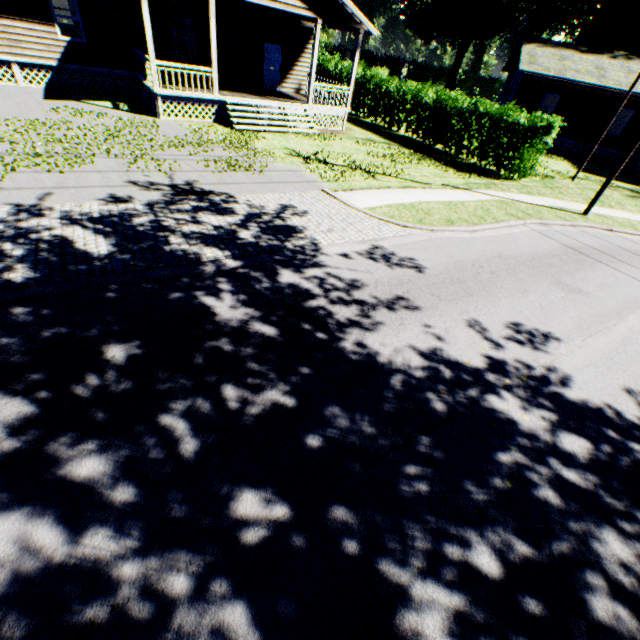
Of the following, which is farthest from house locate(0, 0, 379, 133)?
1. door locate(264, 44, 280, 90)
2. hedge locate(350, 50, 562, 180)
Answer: hedge locate(350, 50, 562, 180)

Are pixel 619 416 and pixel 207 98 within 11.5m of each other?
no

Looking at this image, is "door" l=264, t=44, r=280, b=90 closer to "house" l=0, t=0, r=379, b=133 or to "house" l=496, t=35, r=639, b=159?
"house" l=0, t=0, r=379, b=133

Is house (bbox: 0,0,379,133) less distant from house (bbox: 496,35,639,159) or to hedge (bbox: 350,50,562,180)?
hedge (bbox: 350,50,562,180)

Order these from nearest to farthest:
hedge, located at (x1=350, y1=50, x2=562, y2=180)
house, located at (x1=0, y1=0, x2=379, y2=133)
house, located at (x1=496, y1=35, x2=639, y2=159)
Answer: house, located at (x1=0, y1=0, x2=379, y2=133) → hedge, located at (x1=350, y1=50, x2=562, y2=180) → house, located at (x1=496, y1=35, x2=639, y2=159)

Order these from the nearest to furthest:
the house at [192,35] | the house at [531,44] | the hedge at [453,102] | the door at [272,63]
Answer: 1. the house at [192,35]
2. the hedge at [453,102]
3. the door at [272,63]
4. the house at [531,44]

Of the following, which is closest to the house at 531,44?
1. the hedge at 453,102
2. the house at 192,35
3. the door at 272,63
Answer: the hedge at 453,102

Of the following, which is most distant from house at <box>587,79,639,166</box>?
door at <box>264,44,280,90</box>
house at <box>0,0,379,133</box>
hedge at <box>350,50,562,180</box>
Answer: door at <box>264,44,280,90</box>
